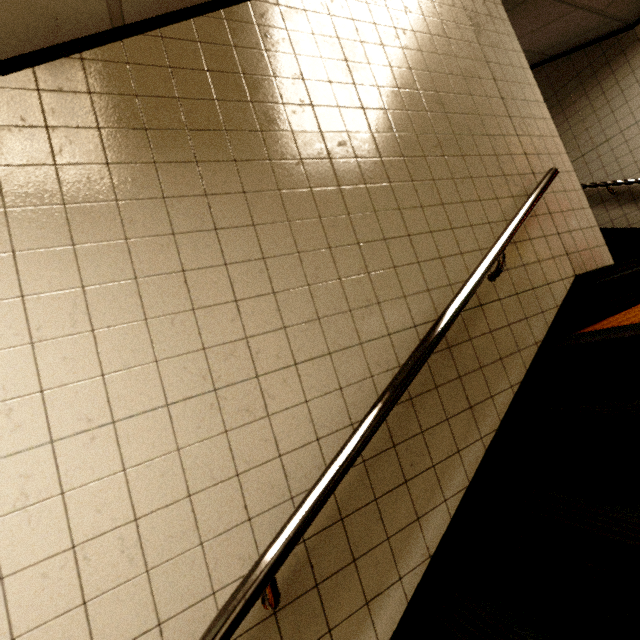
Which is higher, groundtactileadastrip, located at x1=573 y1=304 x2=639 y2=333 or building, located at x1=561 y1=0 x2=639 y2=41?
building, located at x1=561 y1=0 x2=639 y2=41

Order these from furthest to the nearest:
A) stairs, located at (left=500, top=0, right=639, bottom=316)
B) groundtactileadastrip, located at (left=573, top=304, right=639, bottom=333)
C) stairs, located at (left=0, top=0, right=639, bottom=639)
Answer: stairs, located at (left=500, top=0, right=639, bottom=316) < groundtactileadastrip, located at (left=573, top=304, right=639, bottom=333) < stairs, located at (left=0, top=0, right=639, bottom=639)

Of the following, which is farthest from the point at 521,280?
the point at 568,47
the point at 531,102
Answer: the point at 568,47

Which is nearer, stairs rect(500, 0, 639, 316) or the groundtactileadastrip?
the groundtactileadastrip

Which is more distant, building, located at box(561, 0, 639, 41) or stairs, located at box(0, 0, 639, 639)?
building, located at box(561, 0, 639, 41)

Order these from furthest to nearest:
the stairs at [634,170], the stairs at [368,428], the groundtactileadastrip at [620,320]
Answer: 1. the stairs at [634,170]
2. the groundtactileadastrip at [620,320]
3. the stairs at [368,428]

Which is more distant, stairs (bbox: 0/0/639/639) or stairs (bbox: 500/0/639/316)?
stairs (bbox: 500/0/639/316)

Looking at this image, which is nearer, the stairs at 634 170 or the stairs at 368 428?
the stairs at 368 428
